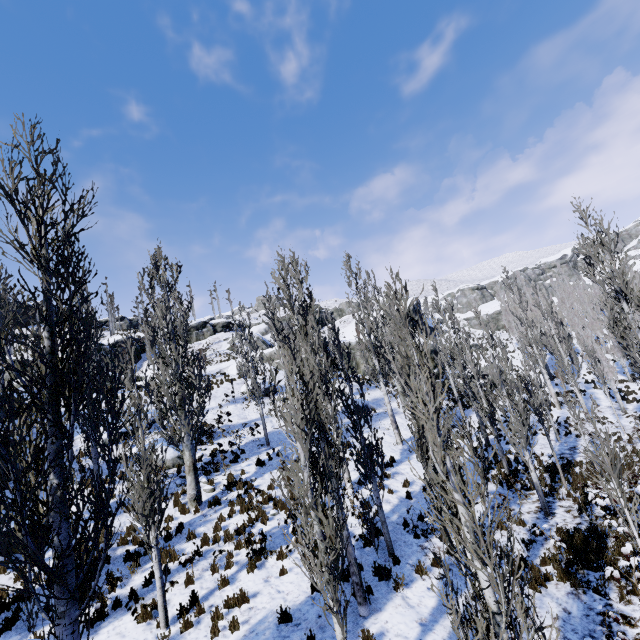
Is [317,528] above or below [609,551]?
above

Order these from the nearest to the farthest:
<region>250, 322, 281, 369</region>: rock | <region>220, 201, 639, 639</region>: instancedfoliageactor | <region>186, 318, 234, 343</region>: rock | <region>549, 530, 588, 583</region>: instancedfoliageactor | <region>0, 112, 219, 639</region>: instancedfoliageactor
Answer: <region>220, 201, 639, 639</region>: instancedfoliageactor < <region>0, 112, 219, 639</region>: instancedfoliageactor < <region>549, 530, 588, 583</region>: instancedfoliageactor < <region>250, 322, 281, 369</region>: rock < <region>186, 318, 234, 343</region>: rock

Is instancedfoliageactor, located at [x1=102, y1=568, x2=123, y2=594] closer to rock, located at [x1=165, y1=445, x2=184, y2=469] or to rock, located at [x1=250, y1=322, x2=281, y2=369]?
rock, located at [x1=165, y1=445, x2=184, y2=469]

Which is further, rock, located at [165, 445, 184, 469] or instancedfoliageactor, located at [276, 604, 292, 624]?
rock, located at [165, 445, 184, 469]

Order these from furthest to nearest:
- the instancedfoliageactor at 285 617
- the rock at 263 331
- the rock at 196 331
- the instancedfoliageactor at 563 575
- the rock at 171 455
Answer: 1. the rock at 196 331
2. the rock at 263 331
3. the rock at 171 455
4. the instancedfoliageactor at 563 575
5. the instancedfoliageactor at 285 617

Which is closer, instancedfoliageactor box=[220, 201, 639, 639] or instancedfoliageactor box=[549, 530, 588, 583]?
instancedfoliageactor box=[220, 201, 639, 639]

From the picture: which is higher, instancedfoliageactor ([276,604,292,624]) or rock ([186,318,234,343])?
rock ([186,318,234,343])

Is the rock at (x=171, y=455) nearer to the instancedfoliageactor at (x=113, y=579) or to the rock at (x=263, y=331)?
the instancedfoliageactor at (x=113, y=579)
